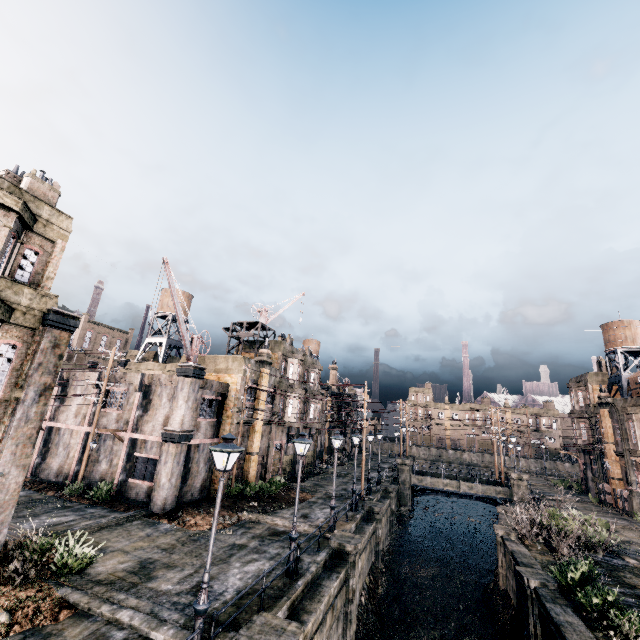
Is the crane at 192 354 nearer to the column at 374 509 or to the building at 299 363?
the building at 299 363

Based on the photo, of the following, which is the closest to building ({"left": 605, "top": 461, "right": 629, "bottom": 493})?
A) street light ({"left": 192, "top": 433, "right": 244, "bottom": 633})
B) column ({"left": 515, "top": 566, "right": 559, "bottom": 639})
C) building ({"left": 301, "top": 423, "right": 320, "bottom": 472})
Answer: column ({"left": 515, "top": 566, "right": 559, "bottom": 639})

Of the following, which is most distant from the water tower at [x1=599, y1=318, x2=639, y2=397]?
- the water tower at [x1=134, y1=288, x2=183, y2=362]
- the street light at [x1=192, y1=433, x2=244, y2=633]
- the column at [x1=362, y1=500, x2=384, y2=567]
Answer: the water tower at [x1=134, y1=288, x2=183, y2=362]

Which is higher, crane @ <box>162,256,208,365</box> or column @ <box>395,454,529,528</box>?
crane @ <box>162,256,208,365</box>

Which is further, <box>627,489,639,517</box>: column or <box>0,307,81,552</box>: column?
<box>627,489,639,517</box>: column

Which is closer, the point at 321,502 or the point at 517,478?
the point at 321,502

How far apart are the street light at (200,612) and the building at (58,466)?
20.41m

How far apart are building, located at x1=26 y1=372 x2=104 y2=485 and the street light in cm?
2041
